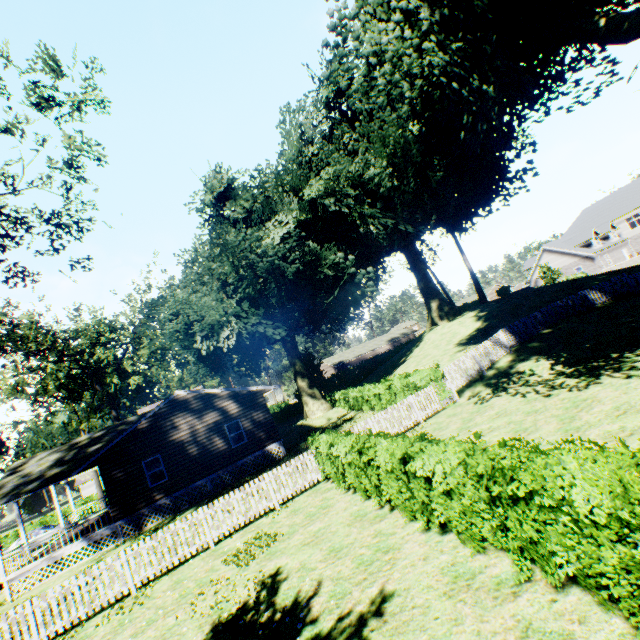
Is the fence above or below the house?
below

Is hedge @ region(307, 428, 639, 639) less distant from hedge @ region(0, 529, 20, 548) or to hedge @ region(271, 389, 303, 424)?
hedge @ region(271, 389, 303, 424)

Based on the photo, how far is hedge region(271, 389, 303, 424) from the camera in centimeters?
4559cm

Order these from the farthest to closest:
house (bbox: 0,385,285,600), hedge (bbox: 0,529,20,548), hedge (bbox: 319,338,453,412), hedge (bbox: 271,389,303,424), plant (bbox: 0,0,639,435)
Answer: hedge (bbox: 271,389,303,424), hedge (bbox: 0,529,20,548), house (bbox: 0,385,285,600), hedge (bbox: 319,338,453,412), plant (bbox: 0,0,639,435)

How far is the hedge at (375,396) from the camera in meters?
16.3

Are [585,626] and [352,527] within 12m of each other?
yes
